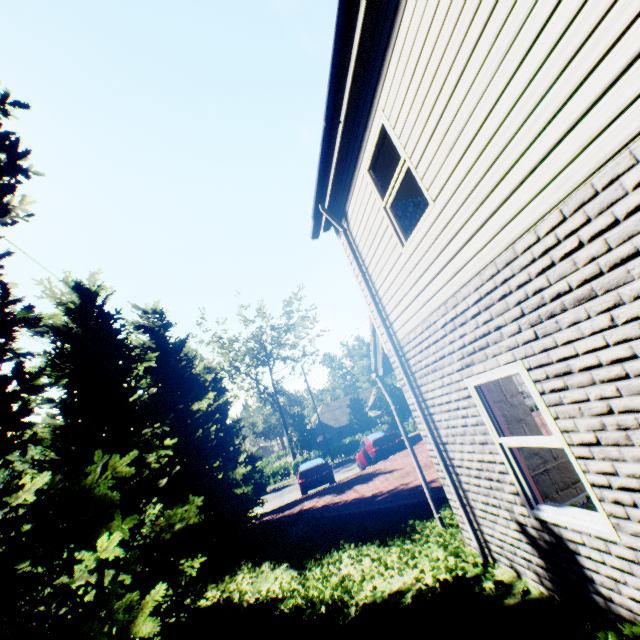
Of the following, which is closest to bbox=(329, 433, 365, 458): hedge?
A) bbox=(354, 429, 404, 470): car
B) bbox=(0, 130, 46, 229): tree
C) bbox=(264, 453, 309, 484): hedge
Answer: bbox=(0, 130, 46, 229): tree

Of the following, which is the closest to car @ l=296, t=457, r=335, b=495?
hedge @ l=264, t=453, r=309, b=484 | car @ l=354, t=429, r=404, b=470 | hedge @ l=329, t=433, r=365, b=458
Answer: car @ l=354, t=429, r=404, b=470

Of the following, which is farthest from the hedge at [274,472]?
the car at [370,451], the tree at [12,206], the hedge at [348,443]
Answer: the car at [370,451]

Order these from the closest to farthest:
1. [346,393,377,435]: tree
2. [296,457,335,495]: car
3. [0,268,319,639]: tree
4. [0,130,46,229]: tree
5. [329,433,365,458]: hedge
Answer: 1. [0,268,319,639]: tree
2. [0,130,46,229]: tree
3. [296,457,335,495]: car
4. [346,393,377,435]: tree
5. [329,433,365,458]: hedge

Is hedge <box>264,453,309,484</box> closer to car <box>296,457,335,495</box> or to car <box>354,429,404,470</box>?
car <box>296,457,335,495</box>

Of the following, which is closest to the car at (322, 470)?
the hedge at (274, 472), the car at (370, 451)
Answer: the car at (370, 451)

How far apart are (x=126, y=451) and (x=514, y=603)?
7.8 meters

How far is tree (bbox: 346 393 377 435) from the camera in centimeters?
3754cm
